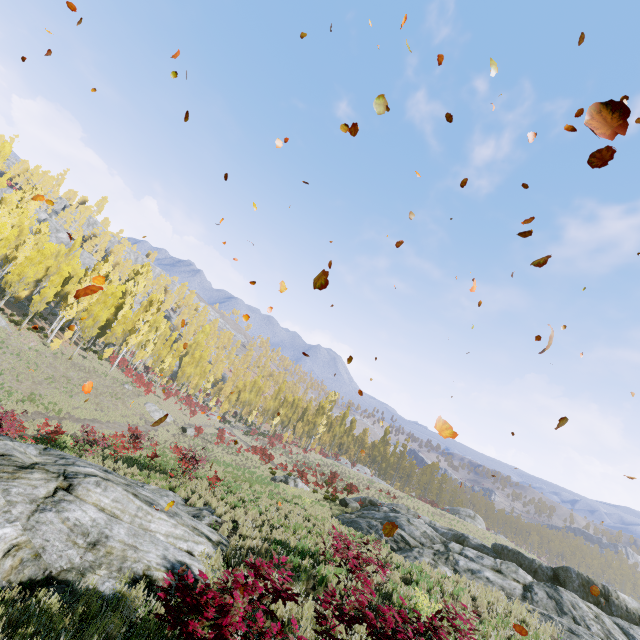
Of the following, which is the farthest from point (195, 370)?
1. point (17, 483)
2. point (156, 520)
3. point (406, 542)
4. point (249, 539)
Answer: point (17, 483)

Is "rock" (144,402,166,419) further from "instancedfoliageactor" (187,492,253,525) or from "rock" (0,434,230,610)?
"rock" (0,434,230,610)

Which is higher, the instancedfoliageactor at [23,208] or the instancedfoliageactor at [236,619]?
the instancedfoliageactor at [23,208]

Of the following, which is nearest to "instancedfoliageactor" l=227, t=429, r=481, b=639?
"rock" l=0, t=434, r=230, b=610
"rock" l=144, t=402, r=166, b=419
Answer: "rock" l=144, t=402, r=166, b=419

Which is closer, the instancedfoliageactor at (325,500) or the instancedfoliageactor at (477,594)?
the instancedfoliageactor at (325,500)

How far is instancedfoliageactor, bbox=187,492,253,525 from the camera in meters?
13.0 m
